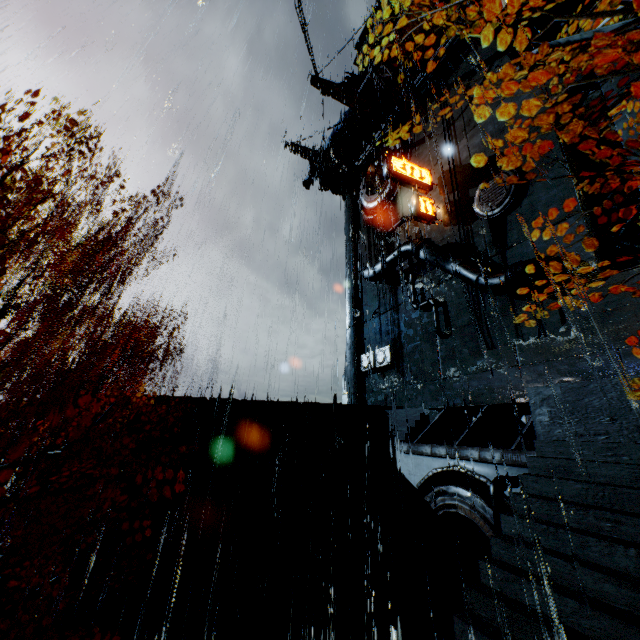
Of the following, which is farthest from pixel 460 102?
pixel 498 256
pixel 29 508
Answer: Answer: pixel 29 508

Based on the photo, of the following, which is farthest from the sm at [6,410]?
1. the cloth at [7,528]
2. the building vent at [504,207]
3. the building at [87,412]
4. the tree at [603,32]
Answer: the building vent at [504,207]

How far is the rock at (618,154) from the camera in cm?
2556

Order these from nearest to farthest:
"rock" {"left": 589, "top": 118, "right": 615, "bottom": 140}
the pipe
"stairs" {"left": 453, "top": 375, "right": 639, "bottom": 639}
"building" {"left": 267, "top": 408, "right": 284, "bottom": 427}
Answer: "stairs" {"left": 453, "top": 375, "right": 639, "bottom": 639} → the pipe → "building" {"left": 267, "top": 408, "right": 284, "bottom": 427} → "rock" {"left": 589, "top": 118, "right": 615, "bottom": 140}

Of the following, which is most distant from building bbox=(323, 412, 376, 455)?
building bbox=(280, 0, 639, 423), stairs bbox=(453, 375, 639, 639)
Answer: stairs bbox=(453, 375, 639, 639)

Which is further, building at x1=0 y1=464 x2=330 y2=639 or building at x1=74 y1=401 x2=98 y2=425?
building at x1=74 y1=401 x2=98 y2=425

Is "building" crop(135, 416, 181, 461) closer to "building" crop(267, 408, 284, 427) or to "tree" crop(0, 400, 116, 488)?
"building" crop(267, 408, 284, 427)

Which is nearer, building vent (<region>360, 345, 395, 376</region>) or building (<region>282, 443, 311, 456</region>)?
building (<region>282, 443, 311, 456</region>)
